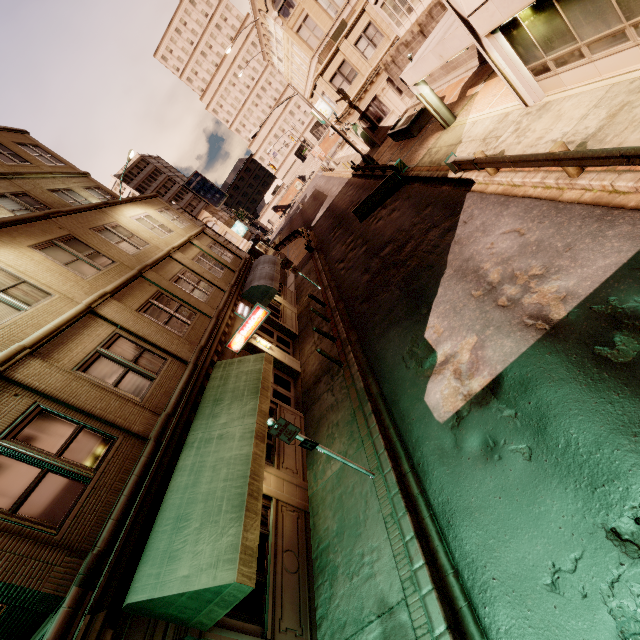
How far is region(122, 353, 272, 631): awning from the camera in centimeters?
511cm

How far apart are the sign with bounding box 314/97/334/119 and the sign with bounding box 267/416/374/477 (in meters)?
33.67

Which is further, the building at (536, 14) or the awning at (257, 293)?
the awning at (257, 293)

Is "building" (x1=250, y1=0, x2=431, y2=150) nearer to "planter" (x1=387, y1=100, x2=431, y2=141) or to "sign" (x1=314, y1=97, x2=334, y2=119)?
"sign" (x1=314, y1=97, x2=334, y2=119)

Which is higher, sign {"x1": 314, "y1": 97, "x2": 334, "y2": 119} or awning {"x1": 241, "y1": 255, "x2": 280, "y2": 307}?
sign {"x1": 314, "y1": 97, "x2": 334, "y2": 119}

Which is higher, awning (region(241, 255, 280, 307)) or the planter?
awning (region(241, 255, 280, 307))

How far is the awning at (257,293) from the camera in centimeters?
1764cm

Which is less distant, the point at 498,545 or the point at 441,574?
the point at 498,545
